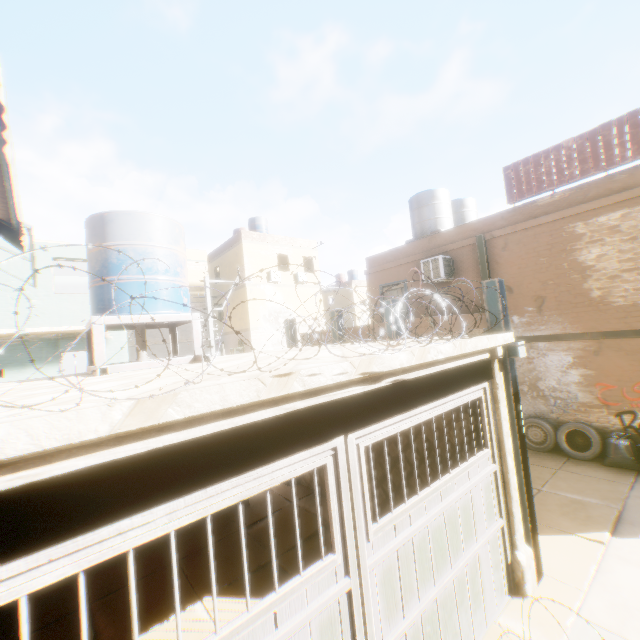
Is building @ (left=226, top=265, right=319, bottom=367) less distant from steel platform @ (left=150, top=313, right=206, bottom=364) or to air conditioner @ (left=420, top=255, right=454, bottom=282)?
air conditioner @ (left=420, top=255, right=454, bottom=282)

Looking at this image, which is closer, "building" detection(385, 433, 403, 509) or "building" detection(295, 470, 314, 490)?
"building" detection(385, 433, 403, 509)

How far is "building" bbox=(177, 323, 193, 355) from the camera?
28.73m

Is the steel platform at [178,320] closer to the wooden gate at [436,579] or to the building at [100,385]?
the building at [100,385]

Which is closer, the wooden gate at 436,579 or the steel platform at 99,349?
the wooden gate at 436,579

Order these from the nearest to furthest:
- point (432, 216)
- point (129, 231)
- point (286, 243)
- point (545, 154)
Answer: point (129, 231) → point (545, 154) → point (432, 216) → point (286, 243)

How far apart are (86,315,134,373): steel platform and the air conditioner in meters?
7.7 m

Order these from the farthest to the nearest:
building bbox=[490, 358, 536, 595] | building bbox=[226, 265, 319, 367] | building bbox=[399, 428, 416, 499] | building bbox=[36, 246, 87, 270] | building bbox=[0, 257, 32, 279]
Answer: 1. building bbox=[226, 265, 319, 367]
2. building bbox=[36, 246, 87, 270]
3. building bbox=[0, 257, 32, 279]
4. building bbox=[399, 428, 416, 499]
5. building bbox=[490, 358, 536, 595]
